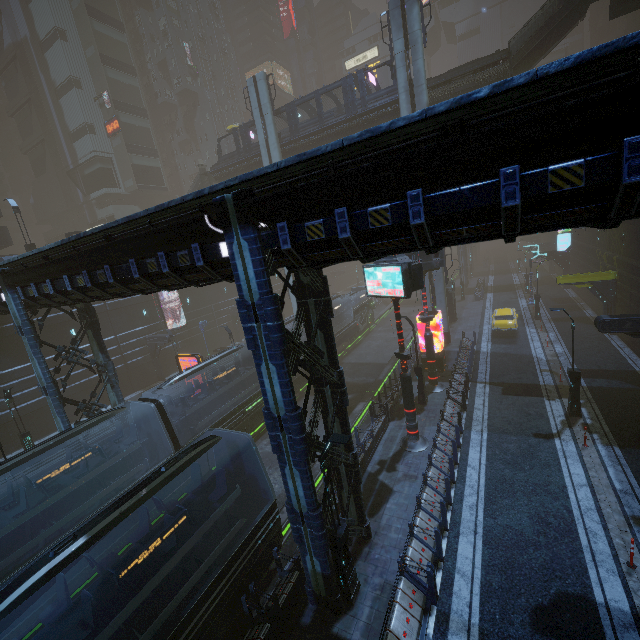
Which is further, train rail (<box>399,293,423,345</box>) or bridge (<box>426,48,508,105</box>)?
train rail (<box>399,293,423,345</box>)

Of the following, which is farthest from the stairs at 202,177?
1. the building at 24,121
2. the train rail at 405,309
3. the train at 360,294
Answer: the train rail at 405,309

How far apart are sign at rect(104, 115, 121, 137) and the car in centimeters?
5591cm

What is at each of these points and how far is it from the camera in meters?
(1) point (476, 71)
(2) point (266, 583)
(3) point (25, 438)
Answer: (1) bridge, 23.7 m
(2) train rail, 11.8 m
(3) street light, 20.7 m

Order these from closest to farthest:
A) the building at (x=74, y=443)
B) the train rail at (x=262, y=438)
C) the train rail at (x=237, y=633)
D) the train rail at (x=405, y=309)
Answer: the train rail at (x=237, y=633) < the train rail at (x=262, y=438) < the building at (x=74, y=443) < the train rail at (x=405, y=309)

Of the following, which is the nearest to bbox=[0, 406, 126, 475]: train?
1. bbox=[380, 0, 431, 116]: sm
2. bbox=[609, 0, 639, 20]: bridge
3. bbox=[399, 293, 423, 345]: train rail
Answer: bbox=[399, 293, 423, 345]: train rail

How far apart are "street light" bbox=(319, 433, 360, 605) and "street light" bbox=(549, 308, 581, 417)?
13.0 meters

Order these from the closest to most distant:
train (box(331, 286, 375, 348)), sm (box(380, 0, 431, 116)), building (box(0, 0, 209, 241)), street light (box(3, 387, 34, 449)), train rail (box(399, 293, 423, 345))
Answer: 1. street light (box(3, 387, 34, 449))
2. sm (box(380, 0, 431, 116))
3. train (box(331, 286, 375, 348))
4. train rail (box(399, 293, 423, 345))
5. building (box(0, 0, 209, 241))
